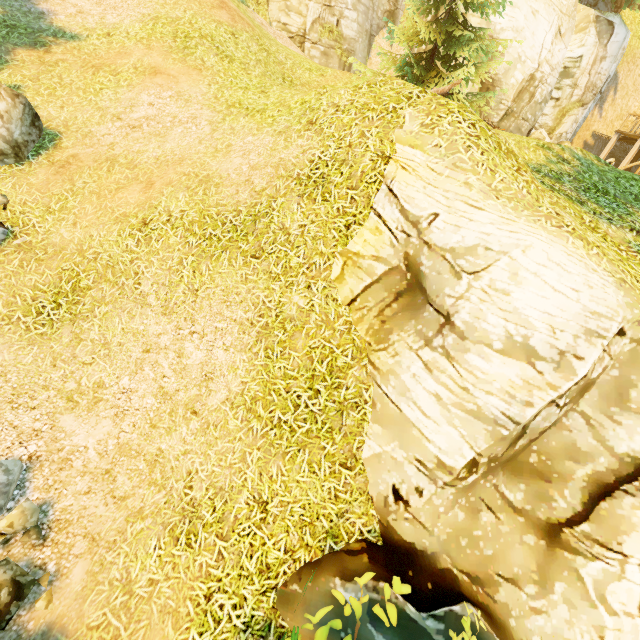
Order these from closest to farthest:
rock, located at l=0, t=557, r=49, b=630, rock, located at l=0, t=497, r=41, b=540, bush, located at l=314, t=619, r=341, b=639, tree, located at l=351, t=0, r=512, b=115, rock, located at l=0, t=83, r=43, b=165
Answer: bush, located at l=314, t=619, r=341, b=639, rock, located at l=0, t=557, r=49, b=630, rock, located at l=0, t=497, r=41, b=540, rock, located at l=0, t=83, r=43, b=165, tree, located at l=351, t=0, r=512, b=115

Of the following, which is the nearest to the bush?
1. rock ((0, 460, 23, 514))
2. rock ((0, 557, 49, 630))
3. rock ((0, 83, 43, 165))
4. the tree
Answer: rock ((0, 557, 49, 630))

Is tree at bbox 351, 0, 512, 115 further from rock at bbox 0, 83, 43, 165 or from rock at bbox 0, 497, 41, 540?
rock at bbox 0, 497, 41, 540

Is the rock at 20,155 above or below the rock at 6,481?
above

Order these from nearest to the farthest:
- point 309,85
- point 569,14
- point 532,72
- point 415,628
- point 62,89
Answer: point 415,628, point 62,89, point 309,85, point 569,14, point 532,72

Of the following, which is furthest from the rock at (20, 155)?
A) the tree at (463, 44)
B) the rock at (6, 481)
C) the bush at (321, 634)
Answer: the bush at (321, 634)

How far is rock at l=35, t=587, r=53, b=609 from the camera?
3.8m

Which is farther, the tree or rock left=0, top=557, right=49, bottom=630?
the tree
